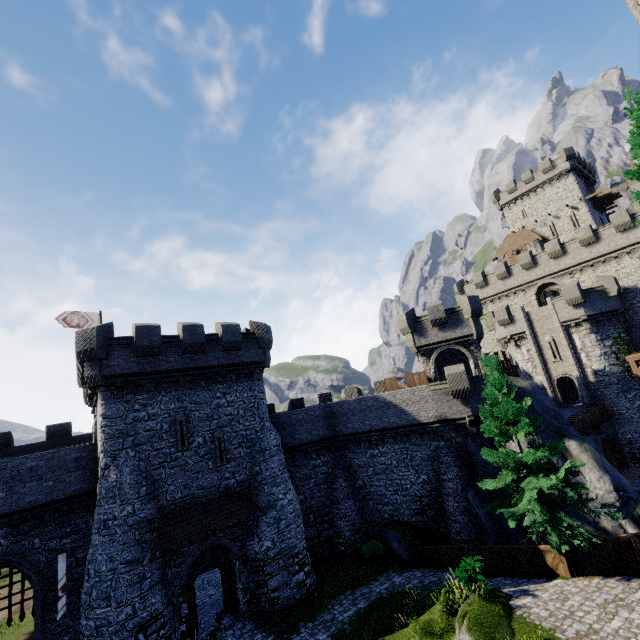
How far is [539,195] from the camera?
48.8m

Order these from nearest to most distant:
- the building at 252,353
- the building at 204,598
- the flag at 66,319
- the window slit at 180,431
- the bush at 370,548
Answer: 1. the building at 252,353
2. the building at 204,598
3. the window slit at 180,431
4. the bush at 370,548
5. the flag at 66,319

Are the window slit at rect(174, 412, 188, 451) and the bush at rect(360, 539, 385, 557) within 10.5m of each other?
no

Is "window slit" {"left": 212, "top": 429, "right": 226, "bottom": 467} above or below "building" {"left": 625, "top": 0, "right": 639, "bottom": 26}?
below

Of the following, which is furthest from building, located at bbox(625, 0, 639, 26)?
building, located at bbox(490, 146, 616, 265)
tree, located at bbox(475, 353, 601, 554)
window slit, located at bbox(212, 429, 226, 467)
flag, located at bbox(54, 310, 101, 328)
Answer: building, located at bbox(490, 146, 616, 265)

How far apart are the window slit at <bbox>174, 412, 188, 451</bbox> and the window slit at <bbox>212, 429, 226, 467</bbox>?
1.3 meters

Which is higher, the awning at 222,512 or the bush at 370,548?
the awning at 222,512

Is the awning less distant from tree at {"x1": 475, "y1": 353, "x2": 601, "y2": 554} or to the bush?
the bush
